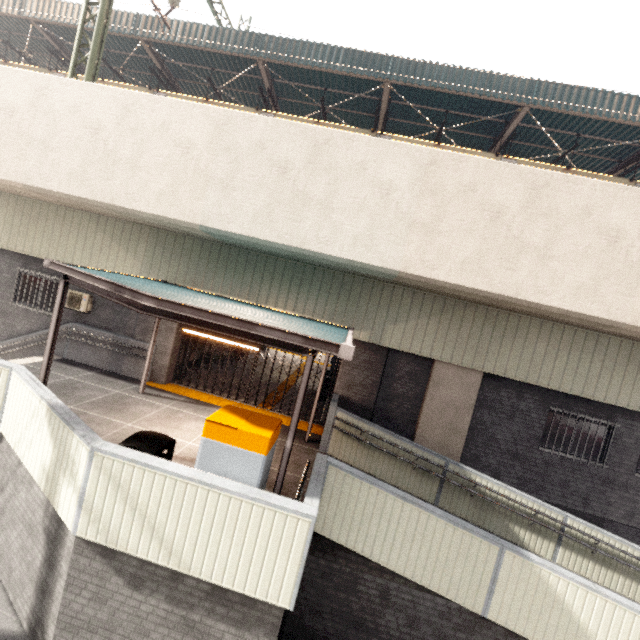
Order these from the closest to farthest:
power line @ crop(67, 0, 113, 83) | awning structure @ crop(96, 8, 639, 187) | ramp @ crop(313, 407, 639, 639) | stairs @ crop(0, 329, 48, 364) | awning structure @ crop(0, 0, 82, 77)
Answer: ramp @ crop(313, 407, 639, 639) → power line @ crop(67, 0, 113, 83) → stairs @ crop(0, 329, 48, 364) → awning structure @ crop(96, 8, 639, 187) → awning structure @ crop(0, 0, 82, 77)

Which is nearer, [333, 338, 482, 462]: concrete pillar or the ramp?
the ramp

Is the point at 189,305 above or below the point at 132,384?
above

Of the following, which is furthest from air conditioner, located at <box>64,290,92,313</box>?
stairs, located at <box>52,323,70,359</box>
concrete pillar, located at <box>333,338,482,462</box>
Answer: concrete pillar, located at <box>333,338,482,462</box>

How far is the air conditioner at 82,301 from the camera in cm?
1037

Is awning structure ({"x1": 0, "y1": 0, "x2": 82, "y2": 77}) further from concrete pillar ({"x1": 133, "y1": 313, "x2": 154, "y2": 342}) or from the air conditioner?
the air conditioner

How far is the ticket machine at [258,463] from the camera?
4.11m

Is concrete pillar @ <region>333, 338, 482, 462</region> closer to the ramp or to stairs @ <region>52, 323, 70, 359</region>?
the ramp
